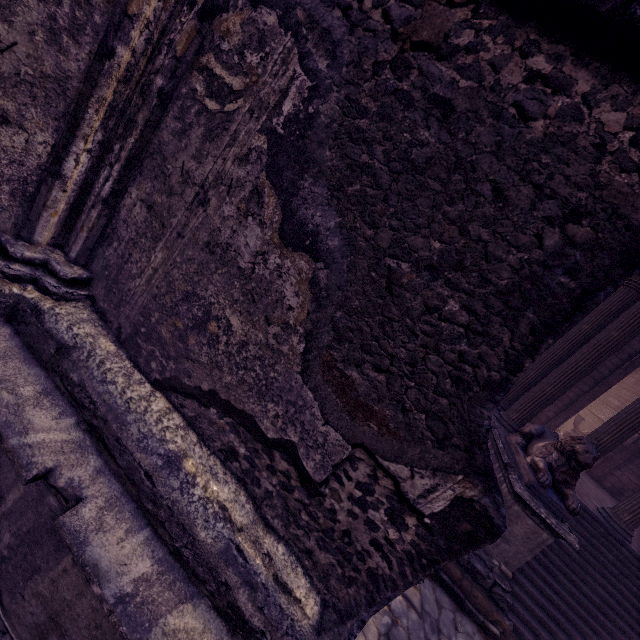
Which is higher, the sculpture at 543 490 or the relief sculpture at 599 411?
the relief sculpture at 599 411

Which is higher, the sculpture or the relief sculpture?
the relief sculpture

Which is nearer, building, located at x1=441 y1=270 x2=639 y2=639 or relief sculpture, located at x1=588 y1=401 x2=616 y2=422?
building, located at x1=441 y1=270 x2=639 y2=639

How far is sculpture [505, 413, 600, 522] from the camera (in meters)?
4.66

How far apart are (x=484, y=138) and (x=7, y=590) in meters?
2.8

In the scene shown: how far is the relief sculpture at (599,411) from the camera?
15.4m

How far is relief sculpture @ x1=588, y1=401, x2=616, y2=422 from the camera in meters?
15.4

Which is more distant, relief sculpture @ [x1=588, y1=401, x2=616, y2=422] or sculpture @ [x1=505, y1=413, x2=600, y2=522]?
relief sculpture @ [x1=588, y1=401, x2=616, y2=422]
